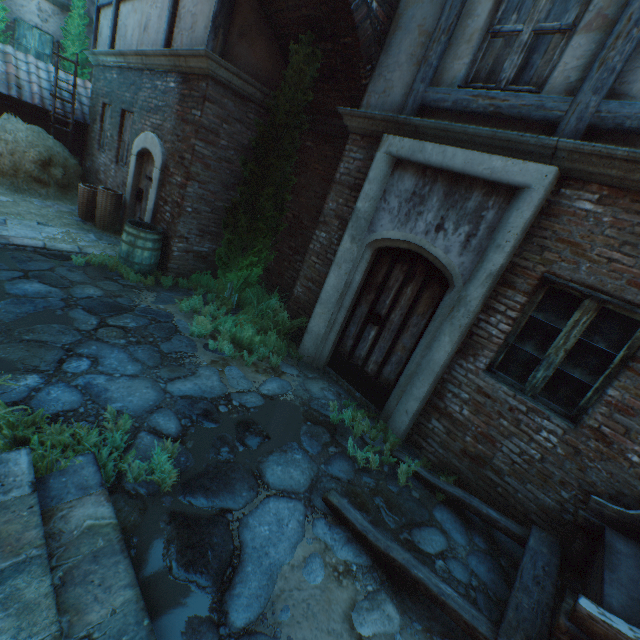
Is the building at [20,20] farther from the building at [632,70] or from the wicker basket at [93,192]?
the wicker basket at [93,192]

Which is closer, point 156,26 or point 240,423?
point 240,423

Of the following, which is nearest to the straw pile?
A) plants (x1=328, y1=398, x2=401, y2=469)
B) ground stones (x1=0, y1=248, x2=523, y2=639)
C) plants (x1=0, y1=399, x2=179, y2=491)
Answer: ground stones (x1=0, y1=248, x2=523, y2=639)

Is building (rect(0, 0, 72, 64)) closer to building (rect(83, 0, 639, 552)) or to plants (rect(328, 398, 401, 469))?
building (rect(83, 0, 639, 552))

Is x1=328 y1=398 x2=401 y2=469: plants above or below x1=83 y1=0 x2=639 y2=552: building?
below

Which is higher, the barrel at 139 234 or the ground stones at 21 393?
the barrel at 139 234

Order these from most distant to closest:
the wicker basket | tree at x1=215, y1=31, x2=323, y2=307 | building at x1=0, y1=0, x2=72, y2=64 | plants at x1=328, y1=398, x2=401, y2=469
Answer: building at x1=0, y1=0, x2=72, y2=64, the wicker basket, tree at x1=215, y1=31, x2=323, y2=307, plants at x1=328, y1=398, x2=401, y2=469

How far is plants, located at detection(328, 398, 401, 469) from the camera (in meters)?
3.87
